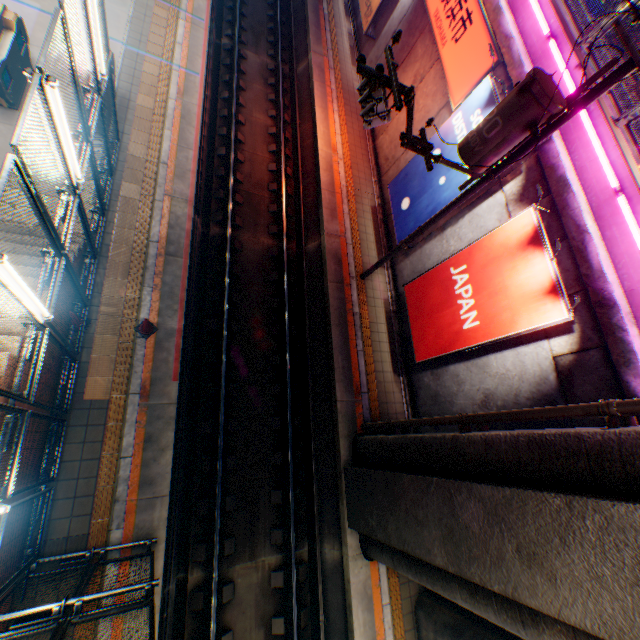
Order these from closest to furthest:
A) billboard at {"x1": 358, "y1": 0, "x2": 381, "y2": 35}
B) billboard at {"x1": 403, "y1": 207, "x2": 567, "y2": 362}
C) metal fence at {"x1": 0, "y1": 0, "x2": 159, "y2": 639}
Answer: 1. metal fence at {"x1": 0, "y1": 0, "x2": 159, "y2": 639}
2. billboard at {"x1": 403, "y1": 207, "x2": 567, "y2": 362}
3. billboard at {"x1": 358, "y1": 0, "x2": 381, "y2": 35}

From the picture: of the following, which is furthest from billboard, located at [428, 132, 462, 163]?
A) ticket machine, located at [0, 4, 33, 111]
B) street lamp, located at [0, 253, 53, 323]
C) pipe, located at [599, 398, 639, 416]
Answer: ticket machine, located at [0, 4, 33, 111]

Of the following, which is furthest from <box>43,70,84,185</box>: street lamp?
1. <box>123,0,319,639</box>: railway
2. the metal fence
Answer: <box>123,0,319,639</box>: railway

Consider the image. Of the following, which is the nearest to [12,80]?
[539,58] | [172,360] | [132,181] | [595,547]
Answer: [132,181]

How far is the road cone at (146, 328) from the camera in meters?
7.6

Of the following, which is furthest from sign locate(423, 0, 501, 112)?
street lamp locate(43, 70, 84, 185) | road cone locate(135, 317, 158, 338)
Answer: road cone locate(135, 317, 158, 338)

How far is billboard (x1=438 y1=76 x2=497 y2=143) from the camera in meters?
8.4

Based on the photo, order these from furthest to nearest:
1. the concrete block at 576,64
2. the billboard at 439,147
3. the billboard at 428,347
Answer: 1. the billboard at 439,147
2. the concrete block at 576,64
3. the billboard at 428,347
